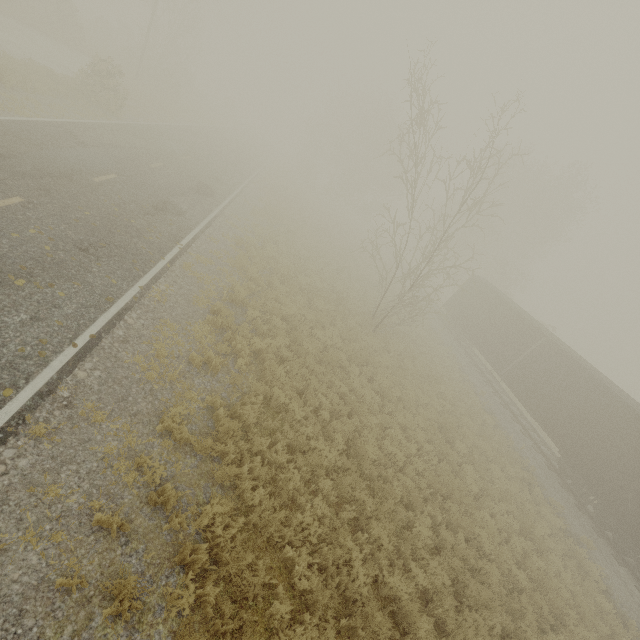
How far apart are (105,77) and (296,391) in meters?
21.5 m
